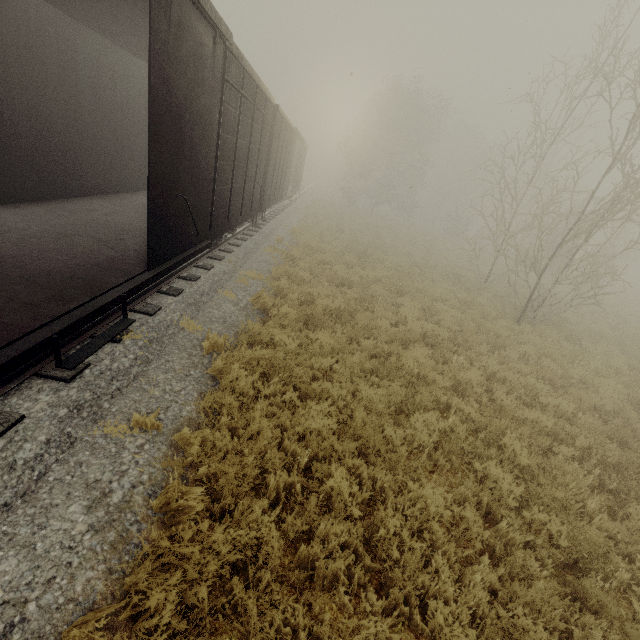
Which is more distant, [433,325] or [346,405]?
[433,325]
